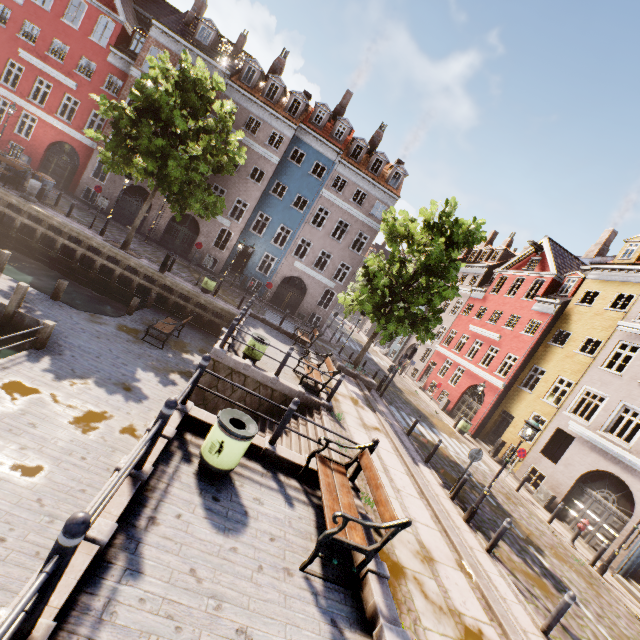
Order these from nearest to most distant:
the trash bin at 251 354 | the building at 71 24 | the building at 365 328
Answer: the trash bin at 251 354
the building at 71 24
the building at 365 328

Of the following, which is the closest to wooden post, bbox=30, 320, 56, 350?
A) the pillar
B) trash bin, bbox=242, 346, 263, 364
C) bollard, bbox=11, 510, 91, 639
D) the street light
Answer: trash bin, bbox=242, 346, 263, 364

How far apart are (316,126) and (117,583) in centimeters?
2953cm

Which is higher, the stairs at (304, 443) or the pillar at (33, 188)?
the pillar at (33, 188)

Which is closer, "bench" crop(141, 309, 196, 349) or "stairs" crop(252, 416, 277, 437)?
"stairs" crop(252, 416, 277, 437)

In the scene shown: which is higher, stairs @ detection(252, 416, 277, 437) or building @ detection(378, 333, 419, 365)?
building @ detection(378, 333, 419, 365)

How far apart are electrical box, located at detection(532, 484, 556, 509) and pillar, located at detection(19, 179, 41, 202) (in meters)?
30.39

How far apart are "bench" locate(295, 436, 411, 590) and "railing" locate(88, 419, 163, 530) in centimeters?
276cm
